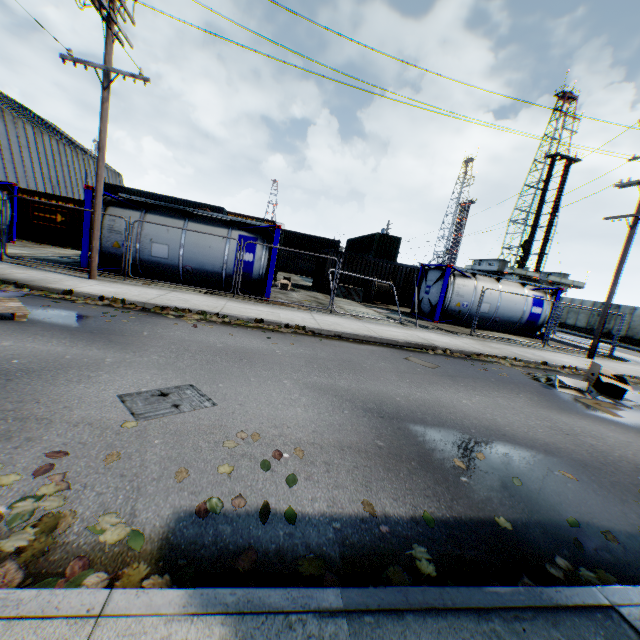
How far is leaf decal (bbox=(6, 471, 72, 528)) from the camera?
2.1 meters

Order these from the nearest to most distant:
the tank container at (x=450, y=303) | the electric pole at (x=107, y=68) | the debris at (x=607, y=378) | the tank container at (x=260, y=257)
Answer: the debris at (x=607, y=378) → the electric pole at (x=107, y=68) → the tank container at (x=260, y=257) → the tank container at (x=450, y=303)

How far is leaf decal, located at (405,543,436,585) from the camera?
2.2m

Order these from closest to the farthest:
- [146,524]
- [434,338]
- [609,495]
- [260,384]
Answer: [146,524] < [609,495] < [260,384] < [434,338]

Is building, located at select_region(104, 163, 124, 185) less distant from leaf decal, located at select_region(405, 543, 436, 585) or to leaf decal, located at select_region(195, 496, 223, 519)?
leaf decal, located at select_region(195, 496, 223, 519)

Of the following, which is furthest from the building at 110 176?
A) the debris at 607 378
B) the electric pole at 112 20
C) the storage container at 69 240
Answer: the debris at 607 378

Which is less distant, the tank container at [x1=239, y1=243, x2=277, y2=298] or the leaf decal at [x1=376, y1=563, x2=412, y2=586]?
the leaf decal at [x1=376, y1=563, x2=412, y2=586]

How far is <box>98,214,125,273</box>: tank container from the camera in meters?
11.6 m
